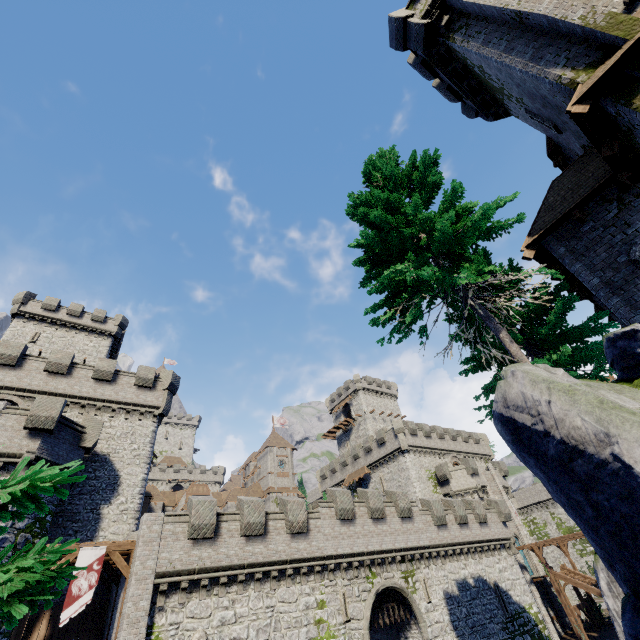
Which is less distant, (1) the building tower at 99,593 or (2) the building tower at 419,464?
(1) the building tower at 99,593

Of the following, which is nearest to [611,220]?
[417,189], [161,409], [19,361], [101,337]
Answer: [417,189]

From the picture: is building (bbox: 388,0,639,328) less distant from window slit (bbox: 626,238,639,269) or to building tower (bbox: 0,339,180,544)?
window slit (bbox: 626,238,639,269)

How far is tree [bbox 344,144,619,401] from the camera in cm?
841

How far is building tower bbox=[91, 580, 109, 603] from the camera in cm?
1844

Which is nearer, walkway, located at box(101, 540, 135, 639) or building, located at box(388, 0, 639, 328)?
building, located at box(388, 0, 639, 328)

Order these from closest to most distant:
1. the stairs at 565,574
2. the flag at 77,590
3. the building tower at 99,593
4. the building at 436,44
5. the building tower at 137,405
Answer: the building at 436,44
the flag at 77,590
the building tower at 99,593
the building tower at 137,405
the stairs at 565,574

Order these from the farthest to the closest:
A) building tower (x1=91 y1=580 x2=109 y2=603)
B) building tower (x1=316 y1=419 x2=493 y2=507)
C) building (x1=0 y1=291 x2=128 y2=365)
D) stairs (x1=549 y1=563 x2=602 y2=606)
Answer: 1. building tower (x1=316 y1=419 x2=493 y2=507)
2. building (x1=0 y1=291 x2=128 y2=365)
3. stairs (x1=549 y1=563 x2=602 y2=606)
4. building tower (x1=91 y1=580 x2=109 y2=603)
